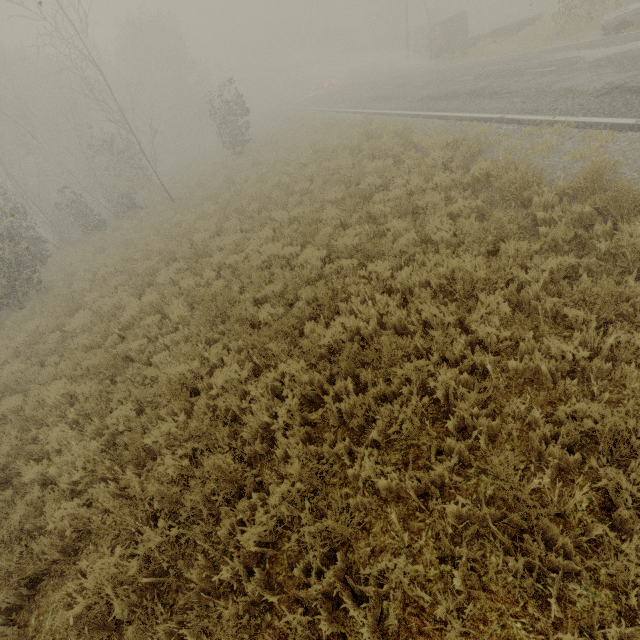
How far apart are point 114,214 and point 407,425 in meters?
26.1 m

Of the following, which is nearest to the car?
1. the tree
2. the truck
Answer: the truck

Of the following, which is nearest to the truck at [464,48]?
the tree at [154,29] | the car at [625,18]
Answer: the car at [625,18]

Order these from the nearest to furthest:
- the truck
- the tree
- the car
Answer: the car < the tree < the truck

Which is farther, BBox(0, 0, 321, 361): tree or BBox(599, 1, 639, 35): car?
BBox(0, 0, 321, 361): tree

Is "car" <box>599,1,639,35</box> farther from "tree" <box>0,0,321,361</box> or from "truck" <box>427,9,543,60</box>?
"tree" <box>0,0,321,361</box>

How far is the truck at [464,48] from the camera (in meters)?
20.94
